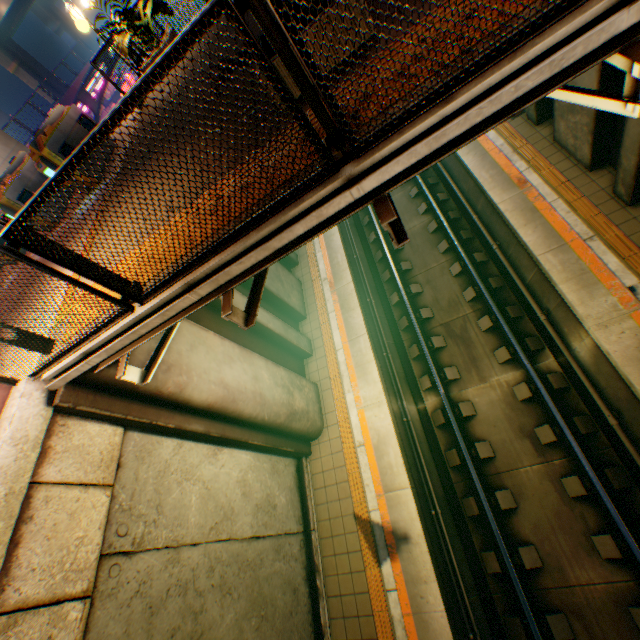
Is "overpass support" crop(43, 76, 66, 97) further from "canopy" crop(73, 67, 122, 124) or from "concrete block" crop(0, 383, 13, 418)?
"canopy" crop(73, 67, 122, 124)

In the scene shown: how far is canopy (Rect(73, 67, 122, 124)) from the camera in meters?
19.0

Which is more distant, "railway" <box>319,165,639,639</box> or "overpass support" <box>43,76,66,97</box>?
"overpass support" <box>43,76,66,97</box>

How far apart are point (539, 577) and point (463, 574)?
1.4m

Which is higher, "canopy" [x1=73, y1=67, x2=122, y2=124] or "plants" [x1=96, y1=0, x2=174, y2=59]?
"plants" [x1=96, y1=0, x2=174, y2=59]

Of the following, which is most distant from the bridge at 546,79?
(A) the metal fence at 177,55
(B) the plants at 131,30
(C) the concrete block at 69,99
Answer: (C) the concrete block at 69,99

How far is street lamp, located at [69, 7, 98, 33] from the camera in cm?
752

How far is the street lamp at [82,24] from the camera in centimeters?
752cm
